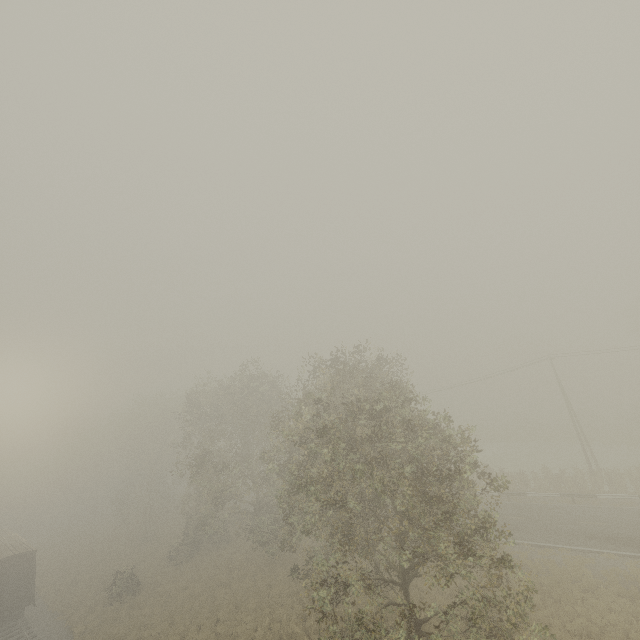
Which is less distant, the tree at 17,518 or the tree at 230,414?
the tree at 230,414

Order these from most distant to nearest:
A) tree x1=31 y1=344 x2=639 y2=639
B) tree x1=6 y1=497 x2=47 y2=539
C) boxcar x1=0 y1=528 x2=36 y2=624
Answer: tree x1=6 y1=497 x2=47 y2=539, boxcar x1=0 y1=528 x2=36 y2=624, tree x1=31 y1=344 x2=639 y2=639

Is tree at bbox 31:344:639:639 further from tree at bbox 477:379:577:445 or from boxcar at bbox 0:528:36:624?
tree at bbox 477:379:577:445

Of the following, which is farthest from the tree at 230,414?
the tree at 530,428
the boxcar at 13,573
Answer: the tree at 530,428

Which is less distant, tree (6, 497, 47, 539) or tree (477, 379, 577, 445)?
tree (477, 379, 577, 445)

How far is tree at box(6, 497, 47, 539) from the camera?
52.56m

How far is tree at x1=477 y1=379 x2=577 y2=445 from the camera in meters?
47.7

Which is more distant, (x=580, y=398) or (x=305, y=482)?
(x=580, y=398)
